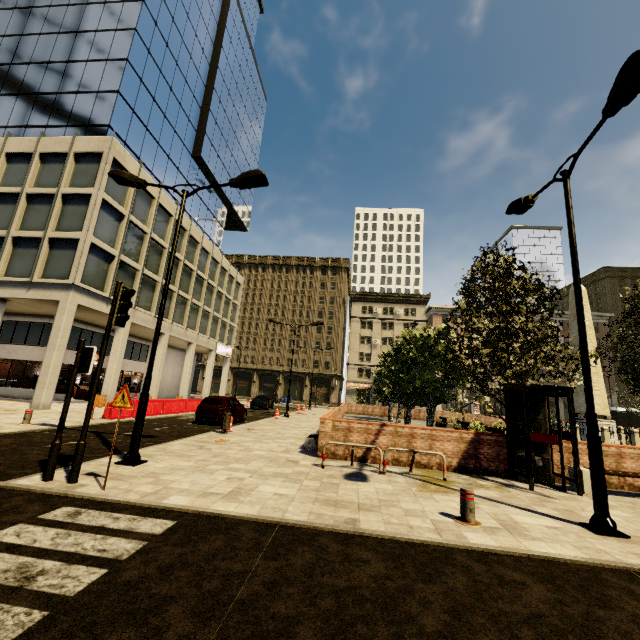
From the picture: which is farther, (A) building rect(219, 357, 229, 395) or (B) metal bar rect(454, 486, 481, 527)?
(A) building rect(219, 357, 229, 395)

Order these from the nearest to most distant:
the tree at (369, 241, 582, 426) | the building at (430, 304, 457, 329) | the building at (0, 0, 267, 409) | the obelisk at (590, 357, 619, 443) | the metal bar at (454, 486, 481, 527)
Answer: the metal bar at (454, 486, 481, 527), the tree at (369, 241, 582, 426), the building at (0, 0, 267, 409), the obelisk at (590, 357, 619, 443), the building at (430, 304, 457, 329)

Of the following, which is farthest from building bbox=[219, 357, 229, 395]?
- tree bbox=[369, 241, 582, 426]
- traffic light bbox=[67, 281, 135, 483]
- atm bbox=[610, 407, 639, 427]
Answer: atm bbox=[610, 407, 639, 427]

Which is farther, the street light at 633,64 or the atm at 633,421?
the atm at 633,421

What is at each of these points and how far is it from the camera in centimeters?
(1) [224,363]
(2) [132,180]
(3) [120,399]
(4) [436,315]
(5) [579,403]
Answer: (1) building, 4166cm
(2) street light, 951cm
(3) sign, 609cm
(4) building, 5997cm
(5) obelisk, 2269cm

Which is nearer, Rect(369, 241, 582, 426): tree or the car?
Rect(369, 241, 582, 426): tree

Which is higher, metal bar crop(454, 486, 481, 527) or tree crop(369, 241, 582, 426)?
tree crop(369, 241, 582, 426)

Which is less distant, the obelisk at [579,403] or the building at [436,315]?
the obelisk at [579,403]
